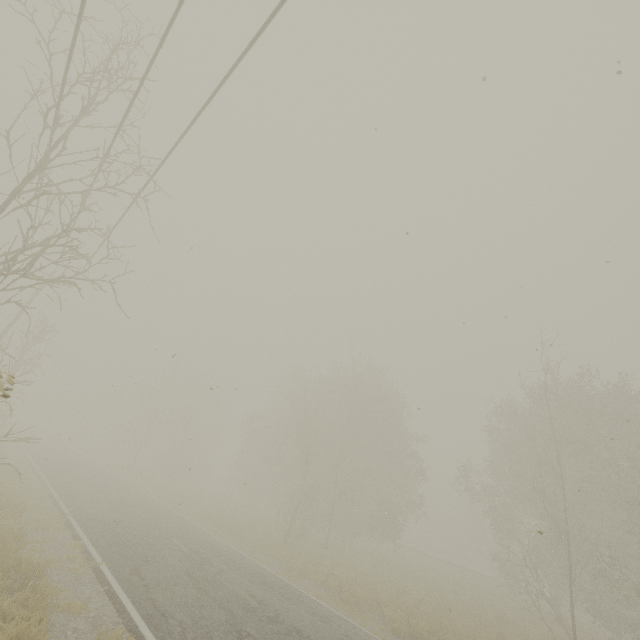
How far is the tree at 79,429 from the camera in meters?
57.8

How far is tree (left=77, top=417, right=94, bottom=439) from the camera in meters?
57.8

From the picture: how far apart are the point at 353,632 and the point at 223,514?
19.6m
